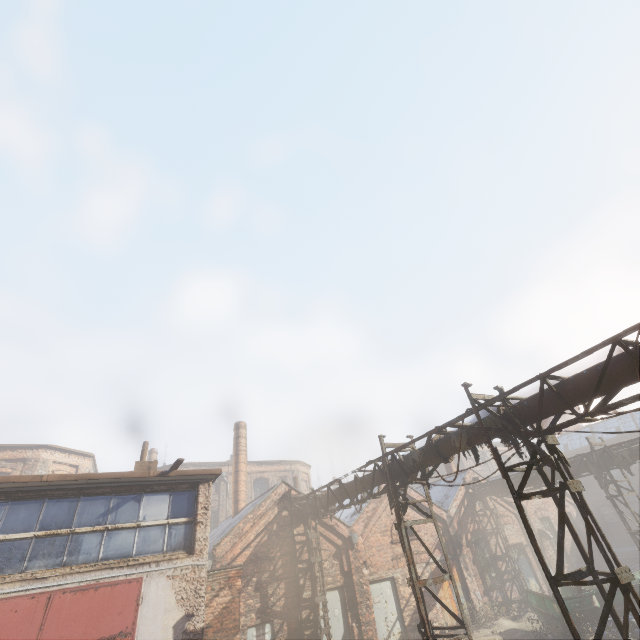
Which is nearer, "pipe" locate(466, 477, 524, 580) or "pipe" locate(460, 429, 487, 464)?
"pipe" locate(460, 429, 487, 464)

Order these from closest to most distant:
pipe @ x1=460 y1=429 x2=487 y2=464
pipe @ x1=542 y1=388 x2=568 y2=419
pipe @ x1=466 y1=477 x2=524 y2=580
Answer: pipe @ x1=542 y1=388 x2=568 y2=419 < pipe @ x1=460 y1=429 x2=487 y2=464 < pipe @ x1=466 y1=477 x2=524 y2=580

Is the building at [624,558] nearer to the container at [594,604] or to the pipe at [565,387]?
the container at [594,604]

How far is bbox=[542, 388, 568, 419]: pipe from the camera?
6.51m

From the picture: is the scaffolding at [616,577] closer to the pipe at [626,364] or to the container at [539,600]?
the pipe at [626,364]

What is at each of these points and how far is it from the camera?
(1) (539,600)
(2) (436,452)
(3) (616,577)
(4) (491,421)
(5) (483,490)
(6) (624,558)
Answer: (1) container, 14.7m
(2) pipe, 8.9m
(3) scaffolding, 5.3m
(4) pipe, 7.7m
(5) pipe, 20.7m
(6) building, 26.2m

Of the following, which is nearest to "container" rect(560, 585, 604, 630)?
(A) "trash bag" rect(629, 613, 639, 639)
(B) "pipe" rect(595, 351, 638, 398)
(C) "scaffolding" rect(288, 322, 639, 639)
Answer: (A) "trash bag" rect(629, 613, 639, 639)

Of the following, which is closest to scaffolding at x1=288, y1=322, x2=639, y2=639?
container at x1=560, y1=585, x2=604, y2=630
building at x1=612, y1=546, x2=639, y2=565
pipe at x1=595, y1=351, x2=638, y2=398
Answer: pipe at x1=595, y1=351, x2=638, y2=398
